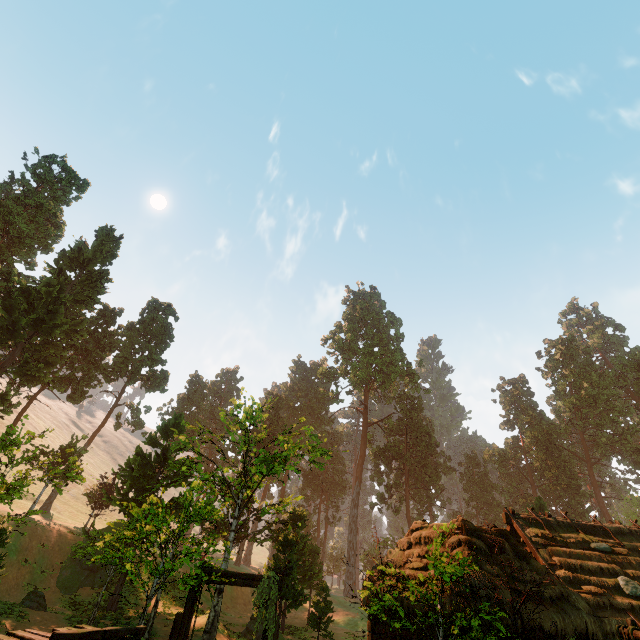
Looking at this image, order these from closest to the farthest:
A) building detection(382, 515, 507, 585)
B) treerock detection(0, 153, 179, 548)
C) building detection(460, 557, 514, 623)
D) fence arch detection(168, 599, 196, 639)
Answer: fence arch detection(168, 599, 196, 639) < building detection(460, 557, 514, 623) < building detection(382, 515, 507, 585) < treerock detection(0, 153, 179, 548)

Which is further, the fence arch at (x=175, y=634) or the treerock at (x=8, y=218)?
the treerock at (x=8, y=218)

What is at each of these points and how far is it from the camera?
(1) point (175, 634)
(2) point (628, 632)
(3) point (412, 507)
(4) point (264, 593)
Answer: (1) fence arch, 10.1 meters
(2) fence arch, 7.6 meters
(3) treerock, 55.8 meters
(4) fence arch, 12.4 meters

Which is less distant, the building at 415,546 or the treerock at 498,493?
the building at 415,546

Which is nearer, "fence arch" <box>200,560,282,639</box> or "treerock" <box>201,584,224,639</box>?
"fence arch" <box>200,560,282,639</box>

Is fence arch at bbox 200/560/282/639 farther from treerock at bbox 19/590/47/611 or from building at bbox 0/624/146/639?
treerock at bbox 19/590/47/611
